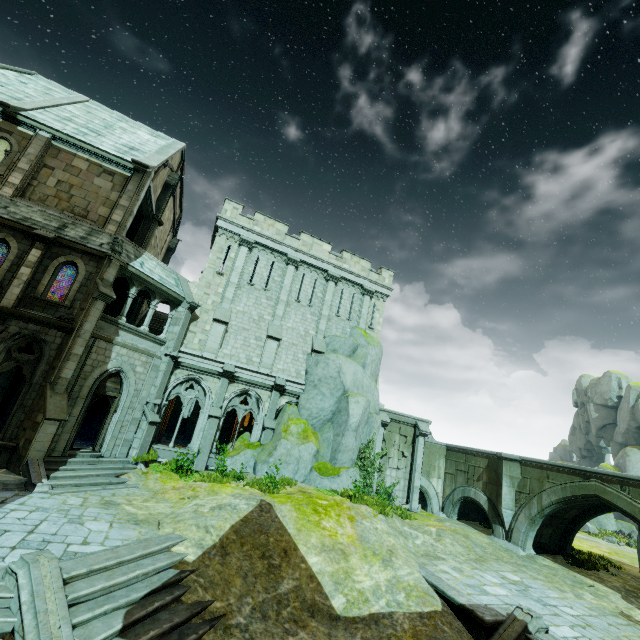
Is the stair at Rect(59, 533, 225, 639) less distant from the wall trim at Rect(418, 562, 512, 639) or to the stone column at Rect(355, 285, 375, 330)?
the wall trim at Rect(418, 562, 512, 639)

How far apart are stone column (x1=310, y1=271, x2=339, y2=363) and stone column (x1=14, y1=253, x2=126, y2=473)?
11.3m

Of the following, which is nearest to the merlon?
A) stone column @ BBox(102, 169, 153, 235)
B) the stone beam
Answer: the stone beam

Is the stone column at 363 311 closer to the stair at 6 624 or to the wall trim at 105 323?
the wall trim at 105 323

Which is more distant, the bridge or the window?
the bridge

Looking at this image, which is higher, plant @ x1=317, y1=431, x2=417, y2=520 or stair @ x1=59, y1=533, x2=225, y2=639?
plant @ x1=317, y1=431, x2=417, y2=520

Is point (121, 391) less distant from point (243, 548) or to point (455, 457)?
point (243, 548)

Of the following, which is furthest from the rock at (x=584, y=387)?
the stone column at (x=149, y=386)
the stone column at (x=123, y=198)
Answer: the stone column at (x=123, y=198)
